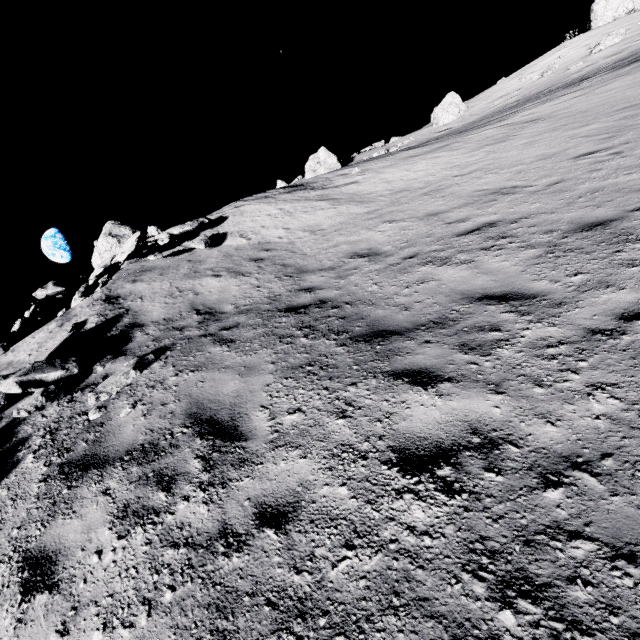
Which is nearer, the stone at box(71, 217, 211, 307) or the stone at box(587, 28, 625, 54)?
the stone at box(71, 217, 211, 307)

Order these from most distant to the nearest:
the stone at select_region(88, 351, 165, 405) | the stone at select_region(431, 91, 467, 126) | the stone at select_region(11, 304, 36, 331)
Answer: the stone at select_region(431, 91, 467, 126) → the stone at select_region(11, 304, 36, 331) → the stone at select_region(88, 351, 165, 405)

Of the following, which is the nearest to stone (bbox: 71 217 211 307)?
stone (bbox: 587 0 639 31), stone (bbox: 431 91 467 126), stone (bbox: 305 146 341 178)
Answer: stone (bbox: 305 146 341 178)

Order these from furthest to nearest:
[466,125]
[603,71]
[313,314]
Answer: [466,125] < [603,71] < [313,314]

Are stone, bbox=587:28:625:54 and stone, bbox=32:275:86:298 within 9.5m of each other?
no

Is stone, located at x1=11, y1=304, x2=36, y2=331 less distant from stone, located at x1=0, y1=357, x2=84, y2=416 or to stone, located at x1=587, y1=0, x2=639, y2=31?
stone, located at x1=0, y1=357, x2=84, y2=416

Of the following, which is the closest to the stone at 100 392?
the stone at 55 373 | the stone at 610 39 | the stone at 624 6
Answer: the stone at 55 373

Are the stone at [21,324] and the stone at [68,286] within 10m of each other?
yes
